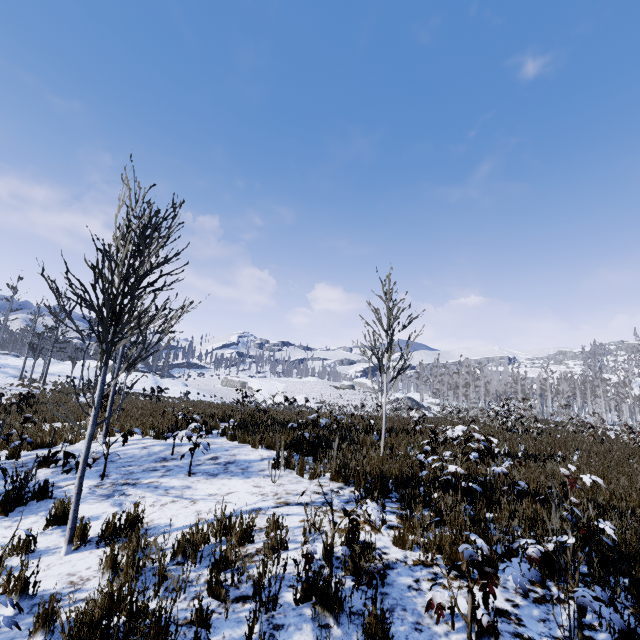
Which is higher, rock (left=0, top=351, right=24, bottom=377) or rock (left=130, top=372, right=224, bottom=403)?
rock (left=0, top=351, right=24, bottom=377)

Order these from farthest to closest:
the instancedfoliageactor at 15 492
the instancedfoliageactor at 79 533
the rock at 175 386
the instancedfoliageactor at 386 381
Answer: the rock at 175 386 < the instancedfoliageactor at 386 381 < the instancedfoliageactor at 15 492 < the instancedfoliageactor at 79 533

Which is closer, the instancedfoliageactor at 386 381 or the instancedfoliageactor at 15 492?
the instancedfoliageactor at 15 492

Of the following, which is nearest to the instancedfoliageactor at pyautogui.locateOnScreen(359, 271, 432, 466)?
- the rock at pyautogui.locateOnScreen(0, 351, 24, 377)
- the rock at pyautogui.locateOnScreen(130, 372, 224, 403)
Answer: the rock at pyautogui.locateOnScreen(130, 372, 224, 403)

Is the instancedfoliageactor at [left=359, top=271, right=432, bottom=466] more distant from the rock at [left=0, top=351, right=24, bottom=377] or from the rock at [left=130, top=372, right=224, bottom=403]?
the rock at [left=0, top=351, right=24, bottom=377]

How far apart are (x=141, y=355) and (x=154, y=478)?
3.1m

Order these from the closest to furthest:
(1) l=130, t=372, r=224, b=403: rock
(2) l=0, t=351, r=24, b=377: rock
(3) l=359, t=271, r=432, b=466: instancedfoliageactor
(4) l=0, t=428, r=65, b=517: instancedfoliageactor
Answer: (4) l=0, t=428, r=65, b=517: instancedfoliageactor < (3) l=359, t=271, r=432, b=466: instancedfoliageactor < (2) l=0, t=351, r=24, b=377: rock < (1) l=130, t=372, r=224, b=403: rock
